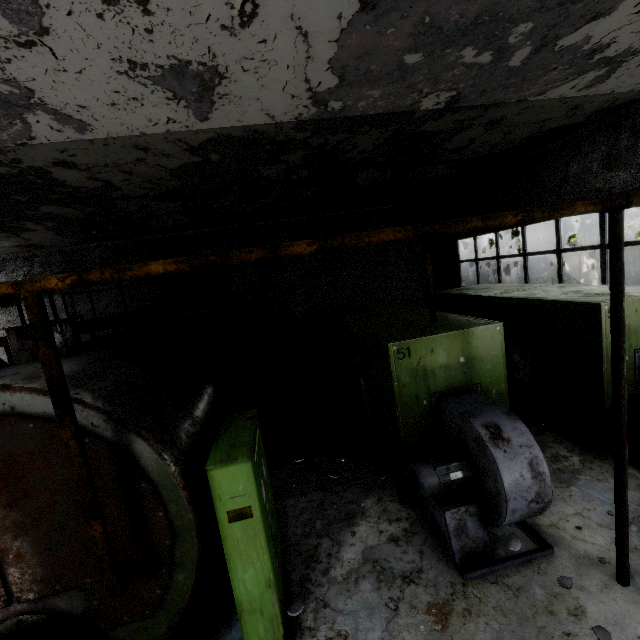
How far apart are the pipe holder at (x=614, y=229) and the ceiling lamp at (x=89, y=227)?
11.0 meters

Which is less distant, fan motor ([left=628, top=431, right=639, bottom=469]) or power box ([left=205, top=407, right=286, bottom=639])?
power box ([left=205, top=407, right=286, bottom=639])

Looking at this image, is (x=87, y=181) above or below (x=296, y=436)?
above

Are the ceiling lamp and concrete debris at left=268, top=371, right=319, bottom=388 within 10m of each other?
yes

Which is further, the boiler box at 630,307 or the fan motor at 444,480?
the boiler box at 630,307

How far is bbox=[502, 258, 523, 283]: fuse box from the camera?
16.47m

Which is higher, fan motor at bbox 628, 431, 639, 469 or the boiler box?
the boiler box

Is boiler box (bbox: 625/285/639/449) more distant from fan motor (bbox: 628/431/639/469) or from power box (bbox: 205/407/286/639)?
power box (bbox: 205/407/286/639)
